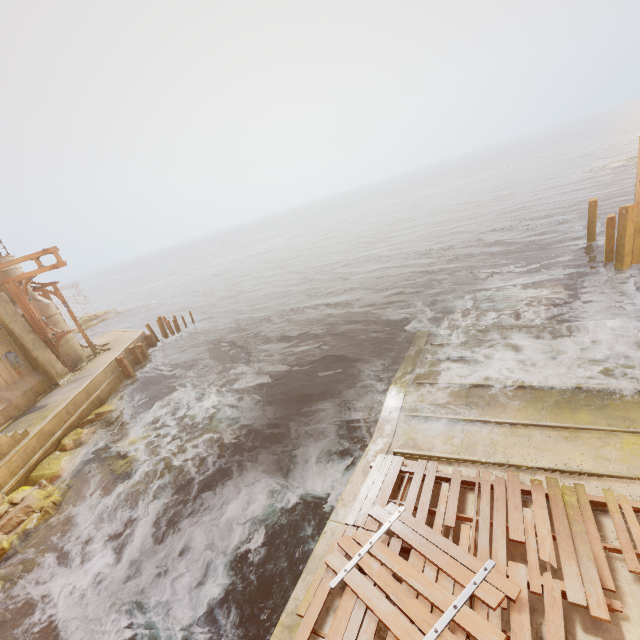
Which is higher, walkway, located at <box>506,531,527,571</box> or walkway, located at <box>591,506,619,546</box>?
walkway, located at <box>506,531,527,571</box>

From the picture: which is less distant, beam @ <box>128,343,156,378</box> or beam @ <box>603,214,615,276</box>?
beam @ <box>603,214,615,276</box>

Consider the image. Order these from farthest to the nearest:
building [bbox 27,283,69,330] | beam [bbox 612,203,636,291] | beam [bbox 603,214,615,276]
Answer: building [bbox 27,283,69,330] < beam [bbox 603,214,615,276] < beam [bbox 612,203,636,291]

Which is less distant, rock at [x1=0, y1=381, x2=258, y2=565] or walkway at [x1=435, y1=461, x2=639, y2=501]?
walkway at [x1=435, y1=461, x2=639, y2=501]

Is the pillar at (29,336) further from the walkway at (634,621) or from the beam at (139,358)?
the walkway at (634,621)

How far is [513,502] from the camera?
5.9m

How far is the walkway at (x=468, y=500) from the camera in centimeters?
618cm

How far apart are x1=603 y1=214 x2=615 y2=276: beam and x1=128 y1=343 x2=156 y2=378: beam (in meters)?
26.26
